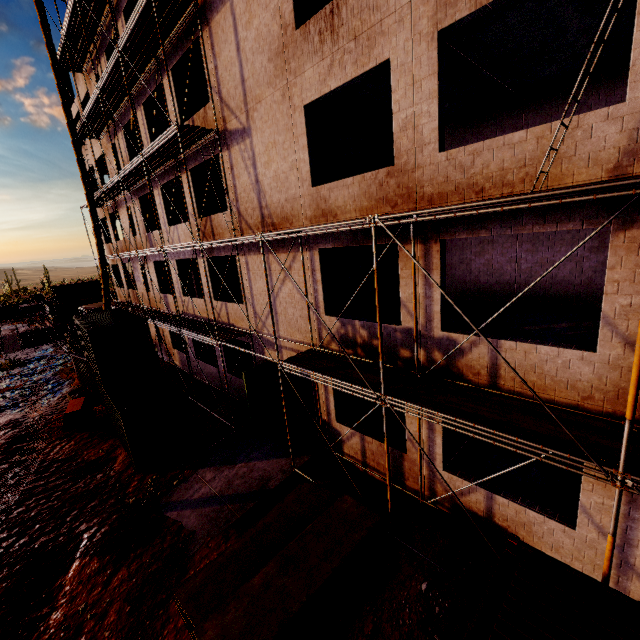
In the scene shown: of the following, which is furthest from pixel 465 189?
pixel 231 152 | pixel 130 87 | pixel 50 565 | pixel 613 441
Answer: pixel 130 87

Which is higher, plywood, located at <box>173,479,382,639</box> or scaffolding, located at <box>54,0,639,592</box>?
scaffolding, located at <box>54,0,639,592</box>

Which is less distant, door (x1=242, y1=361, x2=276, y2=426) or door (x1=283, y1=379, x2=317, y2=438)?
door (x1=283, y1=379, x2=317, y2=438)

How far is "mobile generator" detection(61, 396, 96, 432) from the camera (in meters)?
15.27

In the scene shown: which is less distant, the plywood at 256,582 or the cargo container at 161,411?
the plywood at 256,582

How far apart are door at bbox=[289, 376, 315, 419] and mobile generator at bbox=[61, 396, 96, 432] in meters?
10.3

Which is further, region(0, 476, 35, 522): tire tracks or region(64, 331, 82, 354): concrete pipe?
region(64, 331, 82, 354): concrete pipe

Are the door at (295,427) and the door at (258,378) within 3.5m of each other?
yes
